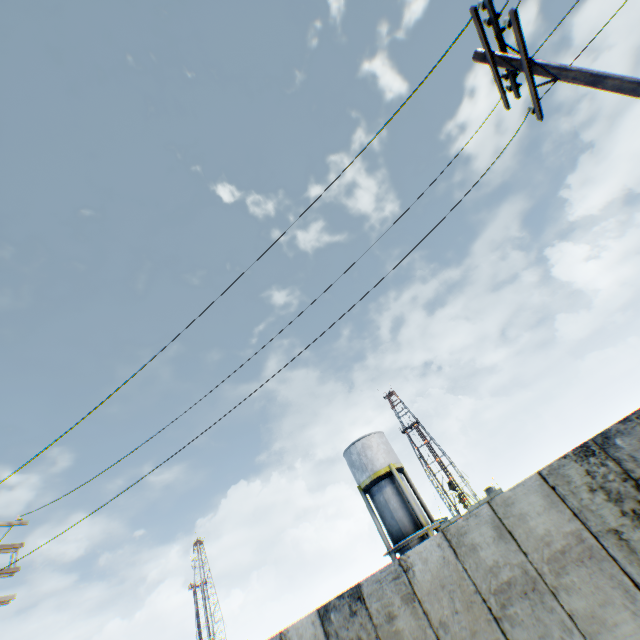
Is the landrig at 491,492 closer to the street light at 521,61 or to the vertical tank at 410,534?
the vertical tank at 410,534

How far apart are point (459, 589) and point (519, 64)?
10.3m

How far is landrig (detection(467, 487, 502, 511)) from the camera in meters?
57.6 m

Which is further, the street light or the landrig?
the landrig

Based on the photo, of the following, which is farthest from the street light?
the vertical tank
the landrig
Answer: the landrig

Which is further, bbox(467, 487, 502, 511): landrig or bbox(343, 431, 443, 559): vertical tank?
bbox(467, 487, 502, 511): landrig

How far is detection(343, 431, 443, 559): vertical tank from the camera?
22.77m

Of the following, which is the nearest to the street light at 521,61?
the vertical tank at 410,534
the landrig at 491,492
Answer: the vertical tank at 410,534
